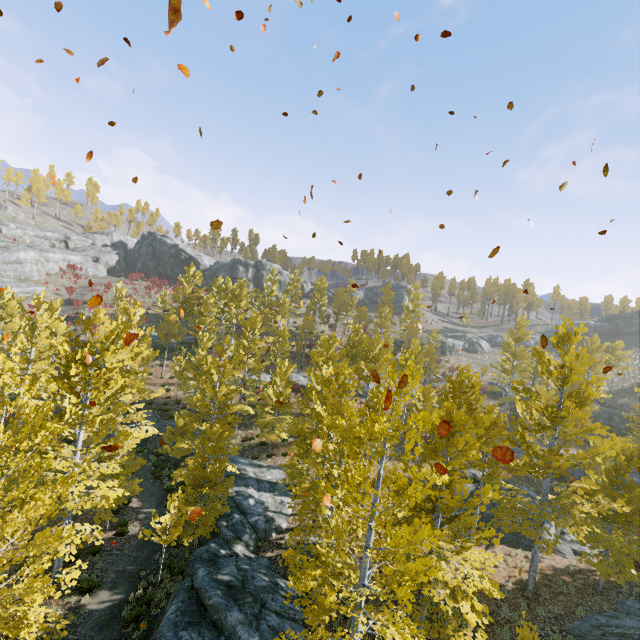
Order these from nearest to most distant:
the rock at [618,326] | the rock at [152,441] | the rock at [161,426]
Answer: the rock at [152,441]
the rock at [161,426]
the rock at [618,326]

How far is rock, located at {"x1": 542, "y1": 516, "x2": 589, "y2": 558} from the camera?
18.2m

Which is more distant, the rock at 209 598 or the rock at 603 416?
the rock at 603 416

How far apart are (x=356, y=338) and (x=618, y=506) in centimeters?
2124cm

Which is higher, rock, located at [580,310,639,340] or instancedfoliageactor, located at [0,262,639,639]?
rock, located at [580,310,639,340]

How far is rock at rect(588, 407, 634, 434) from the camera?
33.4 meters

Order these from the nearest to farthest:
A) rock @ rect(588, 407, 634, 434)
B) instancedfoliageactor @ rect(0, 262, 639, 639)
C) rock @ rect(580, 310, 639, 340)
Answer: instancedfoliageactor @ rect(0, 262, 639, 639) → rock @ rect(588, 407, 634, 434) → rock @ rect(580, 310, 639, 340)

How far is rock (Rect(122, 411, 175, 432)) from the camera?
27.2m
